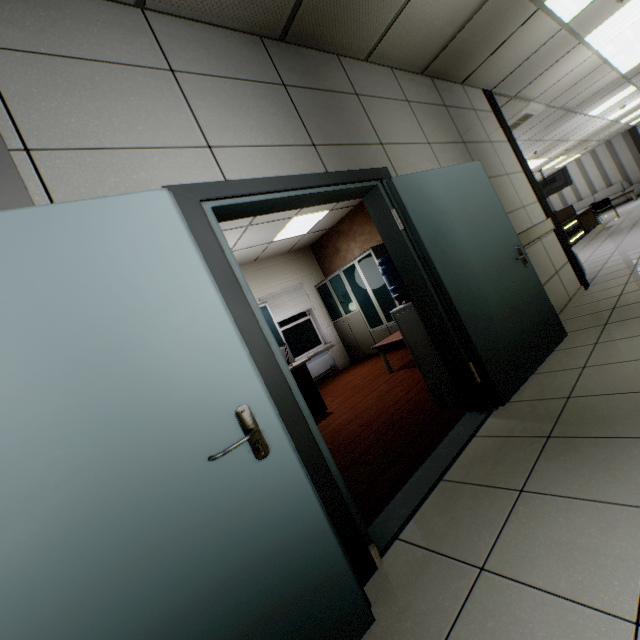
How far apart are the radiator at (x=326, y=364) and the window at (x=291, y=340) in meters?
0.2

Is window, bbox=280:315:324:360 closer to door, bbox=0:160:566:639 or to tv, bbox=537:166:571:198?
door, bbox=0:160:566:639

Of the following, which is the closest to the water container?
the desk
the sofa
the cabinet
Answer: the cabinet

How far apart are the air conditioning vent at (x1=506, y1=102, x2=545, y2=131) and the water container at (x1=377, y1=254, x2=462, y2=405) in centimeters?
565cm

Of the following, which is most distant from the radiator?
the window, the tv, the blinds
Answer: the tv

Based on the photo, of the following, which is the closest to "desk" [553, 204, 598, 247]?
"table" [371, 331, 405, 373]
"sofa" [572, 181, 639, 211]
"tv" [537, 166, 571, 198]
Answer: "tv" [537, 166, 571, 198]

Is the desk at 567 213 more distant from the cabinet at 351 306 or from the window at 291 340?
the window at 291 340

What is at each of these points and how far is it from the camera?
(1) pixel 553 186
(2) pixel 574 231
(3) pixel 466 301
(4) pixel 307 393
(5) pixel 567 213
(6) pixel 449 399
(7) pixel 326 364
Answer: (1) tv, 14.45m
(2) sign, 10.47m
(3) door, 2.63m
(4) table, 4.75m
(5) desk, 10.73m
(6) water container, 3.02m
(7) radiator, 7.77m
